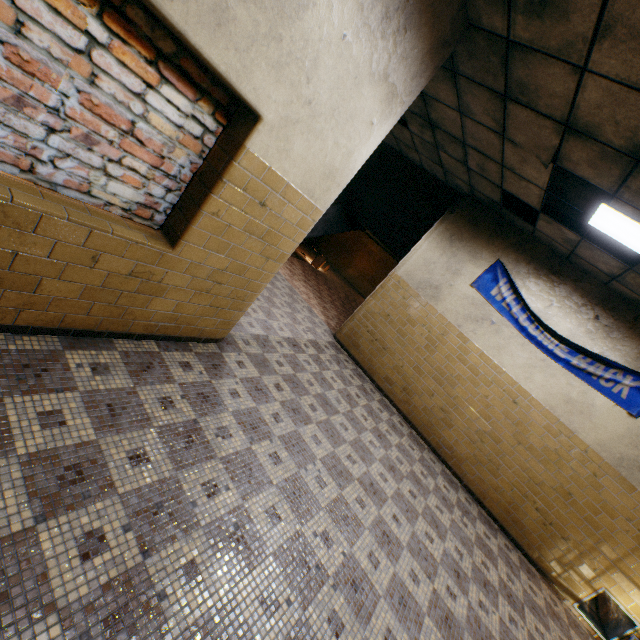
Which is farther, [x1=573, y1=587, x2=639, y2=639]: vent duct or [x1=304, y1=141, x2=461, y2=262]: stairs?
[x1=304, y1=141, x2=461, y2=262]: stairs

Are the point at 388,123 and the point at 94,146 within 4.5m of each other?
yes

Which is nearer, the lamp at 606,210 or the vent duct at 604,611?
the lamp at 606,210

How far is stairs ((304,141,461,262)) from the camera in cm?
721

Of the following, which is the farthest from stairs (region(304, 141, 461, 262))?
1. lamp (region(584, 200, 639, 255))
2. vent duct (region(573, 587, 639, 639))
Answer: vent duct (region(573, 587, 639, 639))

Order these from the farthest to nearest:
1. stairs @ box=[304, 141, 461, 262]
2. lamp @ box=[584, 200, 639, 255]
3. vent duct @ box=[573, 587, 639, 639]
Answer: stairs @ box=[304, 141, 461, 262], vent duct @ box=[573, 587, 639, 639], lamp @ box=[584, 200, 639, 255]

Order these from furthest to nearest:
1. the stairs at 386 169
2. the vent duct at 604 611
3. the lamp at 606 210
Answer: the stairs at 386 169 → the vent duct at 604 611 → the lamp at 606 210

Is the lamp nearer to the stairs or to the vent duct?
the stairs
